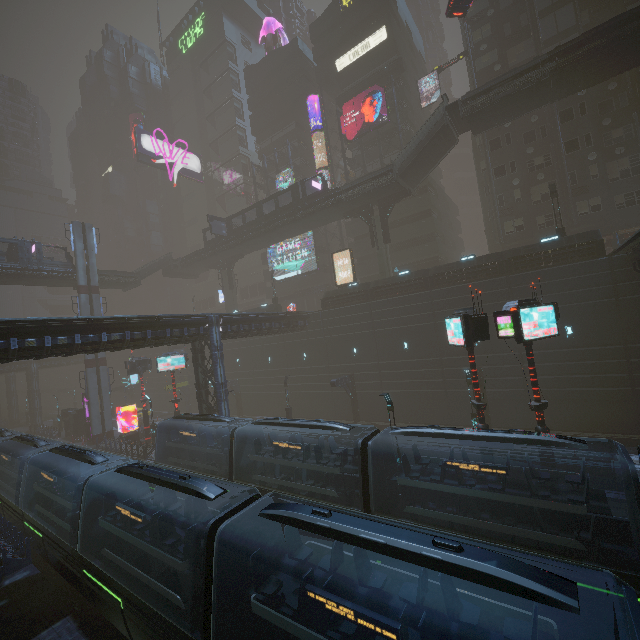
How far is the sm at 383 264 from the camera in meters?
34.0 m

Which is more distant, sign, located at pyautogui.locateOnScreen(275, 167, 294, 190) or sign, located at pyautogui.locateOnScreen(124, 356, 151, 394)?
sign, located at pyautogui.locateOnScreen(275, 167, 294, 190)

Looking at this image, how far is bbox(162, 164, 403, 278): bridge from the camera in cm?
3294

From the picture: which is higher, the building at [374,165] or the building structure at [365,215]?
the building at [374,165]

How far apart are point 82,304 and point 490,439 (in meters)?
44.70

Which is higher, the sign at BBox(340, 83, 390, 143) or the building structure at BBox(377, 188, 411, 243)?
the sign at BBox(340, 83, 390, 143)

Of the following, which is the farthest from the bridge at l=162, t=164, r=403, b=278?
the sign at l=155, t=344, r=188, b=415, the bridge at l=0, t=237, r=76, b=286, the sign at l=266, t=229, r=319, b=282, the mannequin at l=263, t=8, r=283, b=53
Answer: the mannequin at l=263, t=8, r=283, b=53

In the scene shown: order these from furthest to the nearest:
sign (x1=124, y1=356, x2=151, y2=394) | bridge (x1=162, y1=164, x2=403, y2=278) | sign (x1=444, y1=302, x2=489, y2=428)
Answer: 1. sign (x1=124, y1=356, x2=151, y2=394)
2. bridge (x1=162, y1=164, x2=403, y2=278)
3. sign (x1=444, y1=302, x2=489, y2=428)
